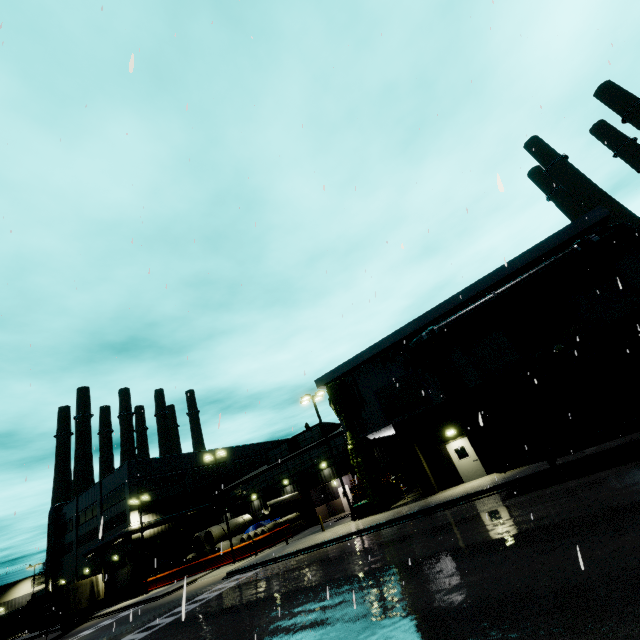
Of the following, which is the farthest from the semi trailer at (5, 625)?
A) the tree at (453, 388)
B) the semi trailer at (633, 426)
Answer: the semi trailer at (633, 426)

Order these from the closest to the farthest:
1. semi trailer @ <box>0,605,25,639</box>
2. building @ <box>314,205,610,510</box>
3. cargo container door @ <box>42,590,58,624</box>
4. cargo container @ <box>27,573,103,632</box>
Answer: building @ <box>314,205,610,510</box>
cargo container door @ <box>42,590,58,624</box>
cargo container @ <box>27,573,103,632</box>
semi trailer @ <box>0,605,25,639</box>

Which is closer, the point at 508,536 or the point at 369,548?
the point at 508,536

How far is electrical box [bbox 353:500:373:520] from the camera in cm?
2291

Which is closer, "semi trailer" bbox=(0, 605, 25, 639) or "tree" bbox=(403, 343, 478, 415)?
"tree" bbox=(403, 343, 478, 415)

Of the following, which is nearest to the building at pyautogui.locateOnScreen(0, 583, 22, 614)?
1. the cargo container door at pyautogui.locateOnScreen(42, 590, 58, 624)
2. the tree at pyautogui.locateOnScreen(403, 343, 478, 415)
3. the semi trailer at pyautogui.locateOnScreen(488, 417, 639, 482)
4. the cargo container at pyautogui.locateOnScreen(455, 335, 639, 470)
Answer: the tree at pyautogui.locateOnScreen(403, 343, 478, 415)

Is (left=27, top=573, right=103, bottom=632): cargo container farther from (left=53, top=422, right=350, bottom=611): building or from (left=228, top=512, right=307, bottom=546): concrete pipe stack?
(left=53, top=422, right=350, bottom=611): building

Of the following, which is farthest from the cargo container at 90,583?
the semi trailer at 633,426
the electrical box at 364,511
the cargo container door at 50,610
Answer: the semi trailer at 633,426
